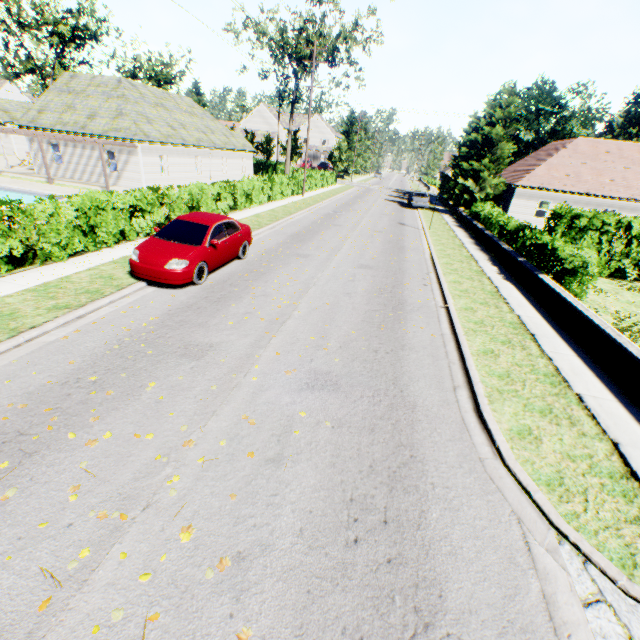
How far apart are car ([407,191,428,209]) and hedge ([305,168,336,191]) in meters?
10.8 m

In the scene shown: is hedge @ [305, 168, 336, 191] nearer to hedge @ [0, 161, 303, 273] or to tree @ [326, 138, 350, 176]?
hedge @ [0, 161, 303, 273]

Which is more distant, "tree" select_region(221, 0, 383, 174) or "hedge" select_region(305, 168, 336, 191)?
"tree" select_region(221, 0, 383, 174)

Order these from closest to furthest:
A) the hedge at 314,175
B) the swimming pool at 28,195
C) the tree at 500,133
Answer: the swimming pool at 28,195 < the tree at 500,133 < the hedge at 314,175

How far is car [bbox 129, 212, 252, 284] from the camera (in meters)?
8.86

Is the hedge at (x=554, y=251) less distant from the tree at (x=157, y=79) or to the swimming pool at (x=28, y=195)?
the tree at (x=157, y=79)

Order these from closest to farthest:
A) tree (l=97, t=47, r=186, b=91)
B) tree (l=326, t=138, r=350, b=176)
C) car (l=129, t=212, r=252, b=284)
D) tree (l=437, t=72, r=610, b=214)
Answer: car (l=129, t=212, r=252, b=284), tree (l=437, t=72, r=610, b=214), tree (l=97, t=47, r=186, b=91), tree (l=326, t=138, r=350, b=176)

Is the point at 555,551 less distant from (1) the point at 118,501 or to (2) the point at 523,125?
(1) the point at 118,501
